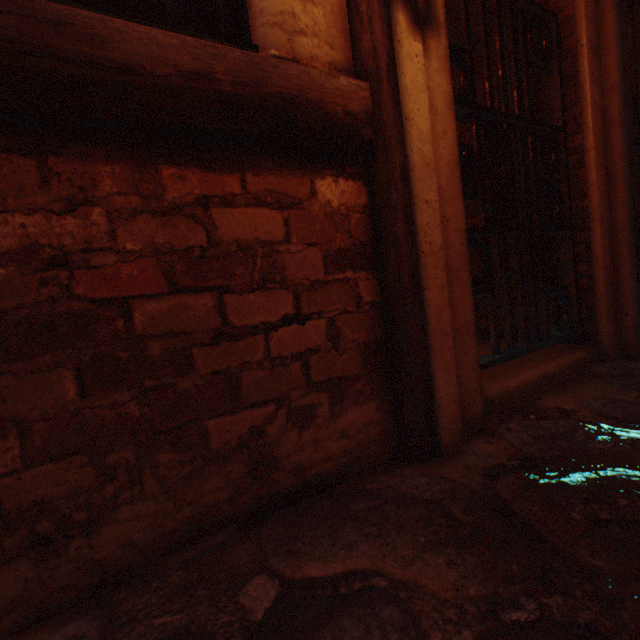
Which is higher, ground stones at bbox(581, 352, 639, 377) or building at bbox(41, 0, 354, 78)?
building at bbox(41, 0, 354, 78)

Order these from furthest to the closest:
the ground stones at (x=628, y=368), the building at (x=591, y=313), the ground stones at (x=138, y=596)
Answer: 1. the ground stones at (x=628, y=368)
2. the building at (x=591, y=313)
3. the ground stones at (x=138, y=596)

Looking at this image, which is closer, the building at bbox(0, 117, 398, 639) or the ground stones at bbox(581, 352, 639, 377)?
the building at bbox(0, 117, 398, 639)

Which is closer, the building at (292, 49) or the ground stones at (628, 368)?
the building at (292, 49)

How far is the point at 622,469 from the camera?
1.00m
